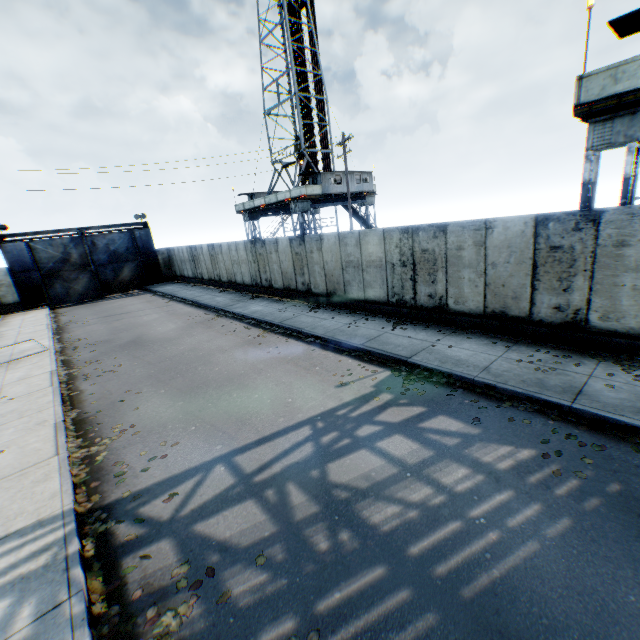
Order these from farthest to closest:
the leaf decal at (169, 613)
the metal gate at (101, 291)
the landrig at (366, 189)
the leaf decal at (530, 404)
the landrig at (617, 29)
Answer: the landrig at (366, 189) < the metal gate at (101, 291) < the landrig at (617, 29) < the leaf decal at (530, 404) < the leaf decal at (169, 613)

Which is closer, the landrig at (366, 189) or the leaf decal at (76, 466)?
the leaf decal at (76, 466)

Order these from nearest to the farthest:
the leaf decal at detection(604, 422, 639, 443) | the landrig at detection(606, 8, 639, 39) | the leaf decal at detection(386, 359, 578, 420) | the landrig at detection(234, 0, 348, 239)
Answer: the leaf decal at detection(604, 422, 639, 443), the leaf decal at detection(386, 359, 578, 420), the landrig at detection(606, 8, 639, 39), the landrig at detection(234, 0, 348, 239)

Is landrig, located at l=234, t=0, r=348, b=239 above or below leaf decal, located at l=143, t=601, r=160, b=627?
above

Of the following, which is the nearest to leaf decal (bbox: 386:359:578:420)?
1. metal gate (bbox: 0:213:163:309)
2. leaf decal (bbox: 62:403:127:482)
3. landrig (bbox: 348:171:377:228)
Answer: leaf decal (bbox: 62:403:127:482)

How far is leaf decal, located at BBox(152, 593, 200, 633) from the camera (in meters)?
3.61

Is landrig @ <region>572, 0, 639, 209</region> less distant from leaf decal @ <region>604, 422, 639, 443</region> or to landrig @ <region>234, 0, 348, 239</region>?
leaf decal @ <region>604, 422, 639, 443</region>

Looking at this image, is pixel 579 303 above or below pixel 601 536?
above
